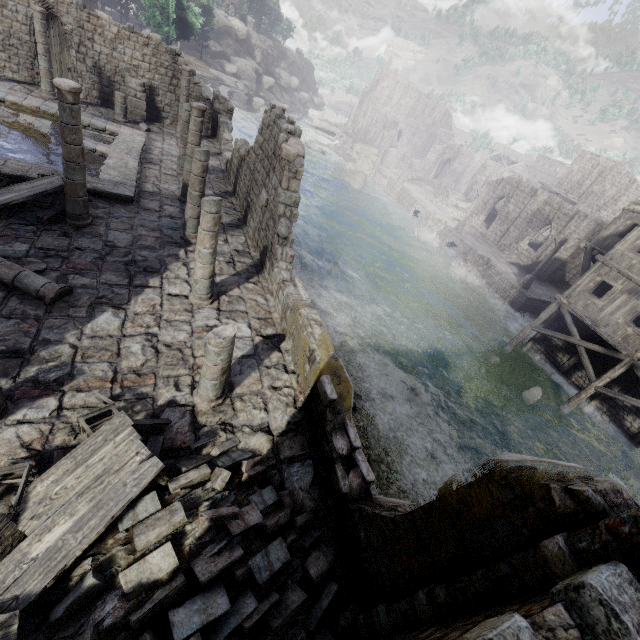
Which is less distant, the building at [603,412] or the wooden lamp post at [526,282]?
the building at [603,412]

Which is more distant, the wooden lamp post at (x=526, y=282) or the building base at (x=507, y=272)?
the building base at (x=507, y=272)

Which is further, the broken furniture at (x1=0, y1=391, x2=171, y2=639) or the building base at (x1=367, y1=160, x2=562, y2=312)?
the building base at (x1=367, y1=160, x2=562, y2=312)

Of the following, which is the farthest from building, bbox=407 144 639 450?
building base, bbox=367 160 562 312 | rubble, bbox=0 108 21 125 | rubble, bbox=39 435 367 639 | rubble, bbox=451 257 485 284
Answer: rubble, bbox=451 257 485 284

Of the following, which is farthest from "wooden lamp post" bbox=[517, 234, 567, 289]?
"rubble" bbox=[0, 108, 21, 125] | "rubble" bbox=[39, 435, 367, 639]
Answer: "rubble" bbox=[0, 108, 21, 125]

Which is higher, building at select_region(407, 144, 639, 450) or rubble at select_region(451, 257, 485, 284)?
building at select_region(407, 144, 639, 450)

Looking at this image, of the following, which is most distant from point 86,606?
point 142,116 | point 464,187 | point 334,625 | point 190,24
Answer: point 190,24

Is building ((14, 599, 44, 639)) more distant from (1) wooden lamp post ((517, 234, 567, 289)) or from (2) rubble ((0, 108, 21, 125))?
(1) wooden lamp post ((517, 234, 567, 289))
